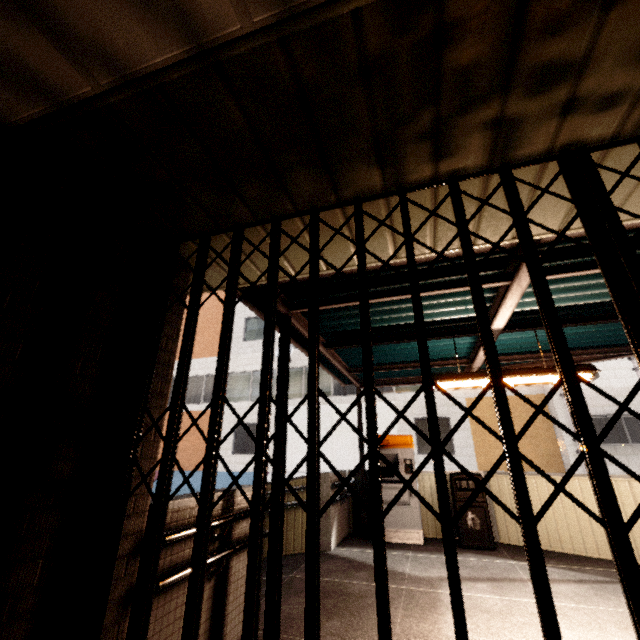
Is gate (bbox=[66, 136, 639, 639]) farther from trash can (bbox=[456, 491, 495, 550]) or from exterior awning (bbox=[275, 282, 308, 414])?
trash can (bbox=[456, 491, 495, 550])

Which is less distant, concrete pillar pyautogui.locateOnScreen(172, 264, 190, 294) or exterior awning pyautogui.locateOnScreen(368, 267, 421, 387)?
concrete pillar pyautogui.locateOnScreen(172, 264, 190, 294)

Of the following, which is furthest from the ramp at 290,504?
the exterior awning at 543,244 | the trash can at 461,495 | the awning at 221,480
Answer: the awning at 221,480

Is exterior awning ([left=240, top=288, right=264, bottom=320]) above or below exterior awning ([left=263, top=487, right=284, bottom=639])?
above

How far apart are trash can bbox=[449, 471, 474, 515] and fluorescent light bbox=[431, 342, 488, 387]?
2.7m

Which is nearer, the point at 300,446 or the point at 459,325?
the point at 459,325

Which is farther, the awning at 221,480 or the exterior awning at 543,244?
the awning at 221,480

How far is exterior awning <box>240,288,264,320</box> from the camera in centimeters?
359cm
